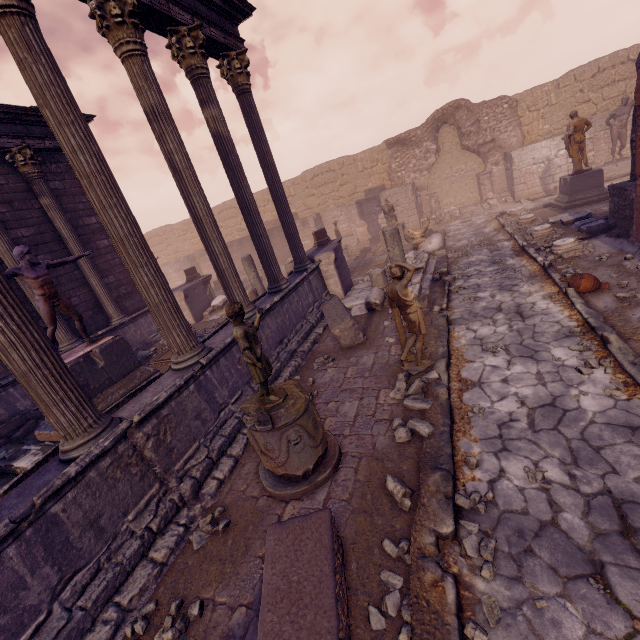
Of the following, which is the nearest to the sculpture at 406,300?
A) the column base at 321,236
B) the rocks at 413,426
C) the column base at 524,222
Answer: the rocks at 413,426

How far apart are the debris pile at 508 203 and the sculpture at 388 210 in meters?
4.9 m

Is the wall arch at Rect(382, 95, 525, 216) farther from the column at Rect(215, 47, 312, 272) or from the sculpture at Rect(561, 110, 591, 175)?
the column at Rect(215, 47, 312, 272)

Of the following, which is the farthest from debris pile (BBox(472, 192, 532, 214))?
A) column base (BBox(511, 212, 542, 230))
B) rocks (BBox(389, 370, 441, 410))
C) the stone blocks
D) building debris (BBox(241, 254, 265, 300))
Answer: the stone blocks

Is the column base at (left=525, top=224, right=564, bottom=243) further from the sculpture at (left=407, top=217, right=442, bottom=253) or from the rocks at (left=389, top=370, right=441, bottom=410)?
the rocks at (left=389, top=370, right=441, bottom=410)

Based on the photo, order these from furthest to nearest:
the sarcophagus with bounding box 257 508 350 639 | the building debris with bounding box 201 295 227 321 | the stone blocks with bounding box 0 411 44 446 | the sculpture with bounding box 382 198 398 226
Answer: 1. the sculpture with bounding box 382 198 398 226
2. the building debris with bounding box 201 295 227 321
3. the stone blocks with bounding box 0 411 44 446
4. the sarcophagus with bounding box 257 508 350 639

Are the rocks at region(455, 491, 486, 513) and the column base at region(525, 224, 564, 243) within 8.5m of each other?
no

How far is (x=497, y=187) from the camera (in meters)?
18.89
